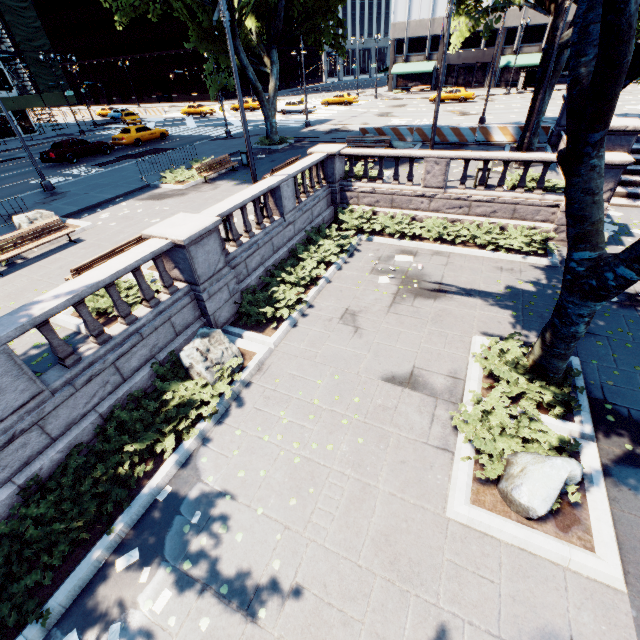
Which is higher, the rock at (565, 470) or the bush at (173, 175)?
the bush at (173, 175)

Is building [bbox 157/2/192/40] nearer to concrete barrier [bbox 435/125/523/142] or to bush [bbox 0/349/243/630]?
concrete barrier [bbox 435/125/523/142]

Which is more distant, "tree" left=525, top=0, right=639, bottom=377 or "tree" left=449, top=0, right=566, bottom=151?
"tree" left=449, top=0, right=566, bottom=151

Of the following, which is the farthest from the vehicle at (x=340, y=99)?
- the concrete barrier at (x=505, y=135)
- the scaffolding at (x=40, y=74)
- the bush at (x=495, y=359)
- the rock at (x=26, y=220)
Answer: the bush at (x=495, y=359)

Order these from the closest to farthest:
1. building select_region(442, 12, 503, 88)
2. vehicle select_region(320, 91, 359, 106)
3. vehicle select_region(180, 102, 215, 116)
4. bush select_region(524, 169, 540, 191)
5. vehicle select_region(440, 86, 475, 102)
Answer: bush select_region(524, 169, 540, 191)
vehicle select_region(440, 86, 475, 102)
vehicle select_region(320, 91, 359, 106)
vehicle select_region(180, 102, 215, 116)
building select_region(442, 12, 503, 88)

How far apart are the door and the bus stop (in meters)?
9.52

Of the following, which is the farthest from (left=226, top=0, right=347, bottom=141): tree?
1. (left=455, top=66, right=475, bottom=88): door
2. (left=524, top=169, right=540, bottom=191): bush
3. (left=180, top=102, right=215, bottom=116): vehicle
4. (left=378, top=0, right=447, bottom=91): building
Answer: (left=180, top=102, right=215, bottom=116): vehicle

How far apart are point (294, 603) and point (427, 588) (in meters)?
2.00
